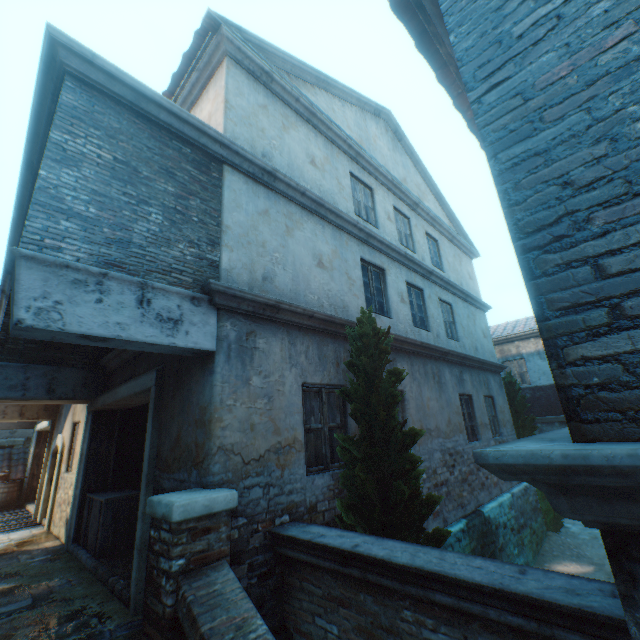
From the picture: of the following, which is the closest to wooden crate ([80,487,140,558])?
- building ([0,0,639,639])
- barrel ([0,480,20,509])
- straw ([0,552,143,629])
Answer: straw ([0,552,143,629])

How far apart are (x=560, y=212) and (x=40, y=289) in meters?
4.0

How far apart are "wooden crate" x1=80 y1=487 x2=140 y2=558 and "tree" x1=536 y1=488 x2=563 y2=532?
12.6m

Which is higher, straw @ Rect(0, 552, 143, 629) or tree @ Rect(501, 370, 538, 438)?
tree @ Rect(501, 370, 538, 438)

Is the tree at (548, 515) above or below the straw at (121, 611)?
below

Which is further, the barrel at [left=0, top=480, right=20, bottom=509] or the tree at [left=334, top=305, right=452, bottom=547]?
the barrel at [left=0, top=480, right=20, bottom=509]

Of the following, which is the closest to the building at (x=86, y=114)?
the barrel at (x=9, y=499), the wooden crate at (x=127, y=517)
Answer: the wooden crate at (x=127, y=517)

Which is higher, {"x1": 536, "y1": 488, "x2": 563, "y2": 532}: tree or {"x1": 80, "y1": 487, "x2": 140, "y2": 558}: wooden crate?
{"x1": 80, "y1": 487, "x2": 140, "y2": 558}: wooden crate
